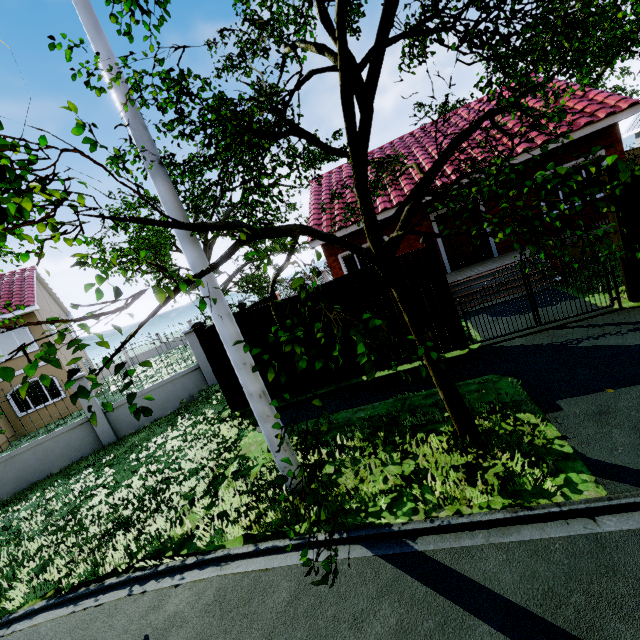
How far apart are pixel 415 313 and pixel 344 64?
2.77m

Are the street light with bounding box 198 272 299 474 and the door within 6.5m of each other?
no

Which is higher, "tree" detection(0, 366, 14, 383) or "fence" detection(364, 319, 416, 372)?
"tree" detection(0, 366, 14, 383)

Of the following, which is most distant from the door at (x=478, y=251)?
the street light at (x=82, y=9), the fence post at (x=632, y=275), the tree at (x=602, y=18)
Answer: the street light at (x=82, y=9)

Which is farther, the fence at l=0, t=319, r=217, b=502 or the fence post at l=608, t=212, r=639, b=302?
the fence at l=0, t=319, r=217, b=502

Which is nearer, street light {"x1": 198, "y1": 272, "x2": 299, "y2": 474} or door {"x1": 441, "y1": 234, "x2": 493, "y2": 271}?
street light {"x1": 198, "y1": 272, "x2": 299, "y2": 474}

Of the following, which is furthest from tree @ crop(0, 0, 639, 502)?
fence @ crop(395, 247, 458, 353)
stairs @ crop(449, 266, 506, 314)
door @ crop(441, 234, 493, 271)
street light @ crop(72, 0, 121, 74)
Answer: door @ crop(441, 234, 493, 271)

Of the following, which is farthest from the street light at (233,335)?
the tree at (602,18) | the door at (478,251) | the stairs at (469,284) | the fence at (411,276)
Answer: the door at (478,251)
